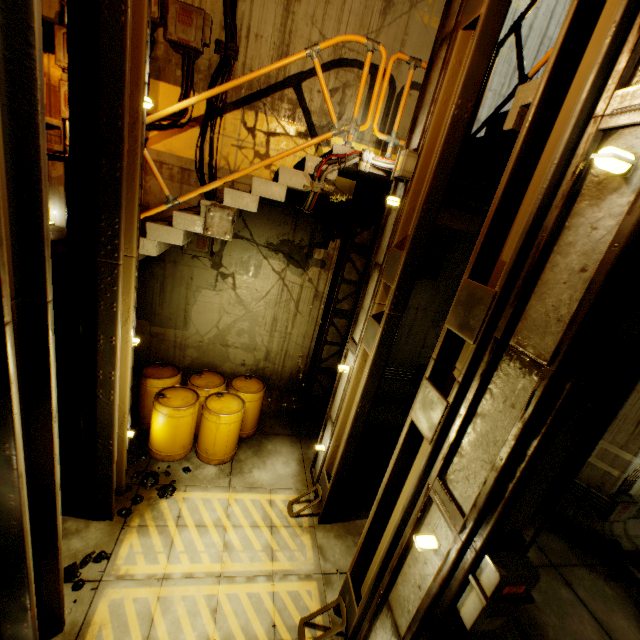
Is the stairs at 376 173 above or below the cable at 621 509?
above

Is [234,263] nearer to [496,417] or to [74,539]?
[74,539]

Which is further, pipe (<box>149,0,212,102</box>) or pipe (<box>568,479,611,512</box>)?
pipe (<box>568,479,611,512</box>)

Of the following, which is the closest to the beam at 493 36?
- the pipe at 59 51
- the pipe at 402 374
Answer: the pipe at 59 51

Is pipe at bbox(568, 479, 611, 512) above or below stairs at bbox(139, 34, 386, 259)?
below

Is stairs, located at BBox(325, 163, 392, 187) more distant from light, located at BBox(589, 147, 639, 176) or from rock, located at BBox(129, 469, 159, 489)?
rock, located at BBox(129, 469, 159, 489)

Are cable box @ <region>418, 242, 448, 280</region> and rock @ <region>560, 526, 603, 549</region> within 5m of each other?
no

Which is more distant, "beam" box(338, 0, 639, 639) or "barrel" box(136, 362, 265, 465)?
"barrel" box(136, 362, 265, 465)
